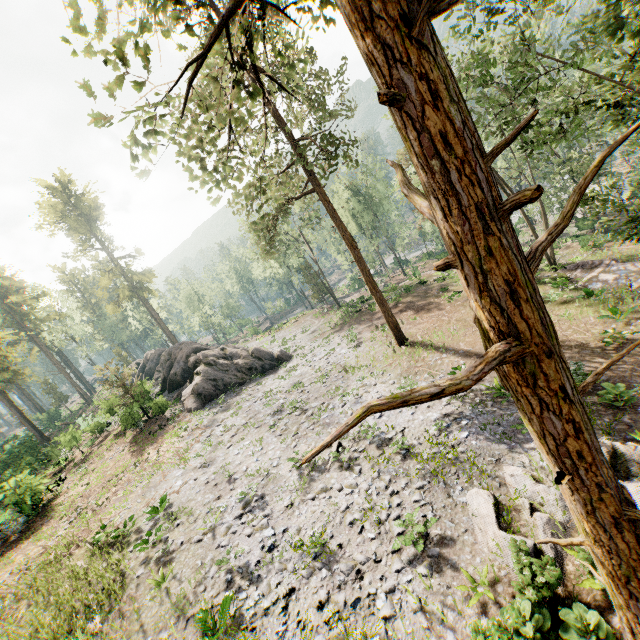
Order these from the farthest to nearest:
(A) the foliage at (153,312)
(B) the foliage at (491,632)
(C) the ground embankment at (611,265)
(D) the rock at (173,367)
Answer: (A) the foliage at (153,312) → (D) the rock at (173,367) → (C) the ground embankment at (611,265) → (B) the foliage at (491,632)

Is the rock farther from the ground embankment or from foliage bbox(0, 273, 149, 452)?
the ground embankment

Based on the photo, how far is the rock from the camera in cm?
2627

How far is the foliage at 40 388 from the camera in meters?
55.1 m

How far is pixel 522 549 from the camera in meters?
8.2

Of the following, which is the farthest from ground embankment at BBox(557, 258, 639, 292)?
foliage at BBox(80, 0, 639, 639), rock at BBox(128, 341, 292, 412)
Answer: rock at BBox(128, 341, 292, 412)
